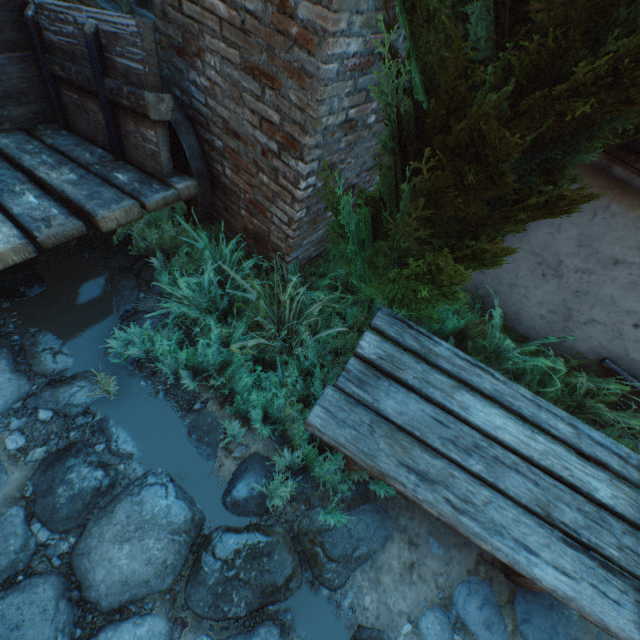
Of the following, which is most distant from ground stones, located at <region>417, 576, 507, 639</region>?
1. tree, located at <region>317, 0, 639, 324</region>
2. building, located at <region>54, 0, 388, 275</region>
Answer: tree, located at <region>317, 0, 639, 324</region>

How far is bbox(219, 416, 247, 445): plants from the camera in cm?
224

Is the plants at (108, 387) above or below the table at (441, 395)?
below

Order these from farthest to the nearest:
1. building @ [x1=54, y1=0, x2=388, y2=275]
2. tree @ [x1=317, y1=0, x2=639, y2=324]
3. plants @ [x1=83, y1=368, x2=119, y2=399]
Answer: plants @ [x1=83, y1=368, x2=119, y2=399]
building @ [x1=54, y1=0, x2=388, y2=275]
tree @ [x1=317, y1=0, x2=639, y2=324]

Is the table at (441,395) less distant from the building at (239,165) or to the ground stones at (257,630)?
the ground stones at (257,630)

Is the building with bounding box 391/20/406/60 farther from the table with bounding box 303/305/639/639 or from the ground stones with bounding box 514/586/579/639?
the table with bounding box 303/305/639/639

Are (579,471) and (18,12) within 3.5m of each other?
no
